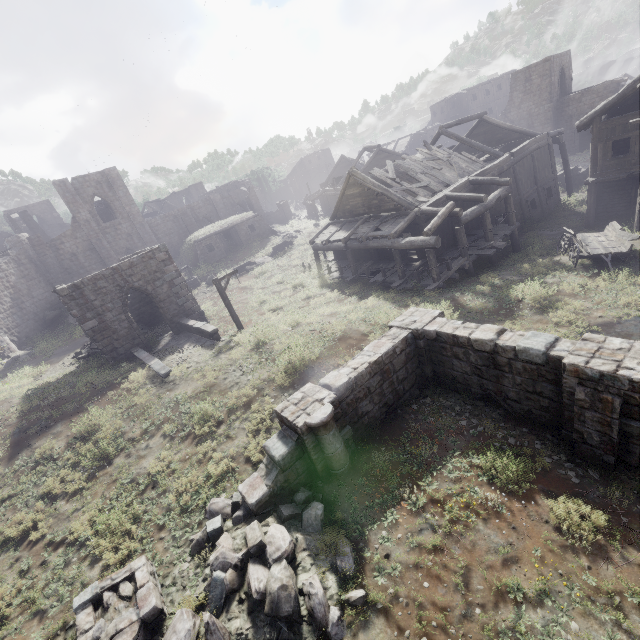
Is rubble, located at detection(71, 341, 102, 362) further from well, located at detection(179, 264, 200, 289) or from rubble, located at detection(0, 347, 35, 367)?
well, located at detection(179, 264, 200, 289)

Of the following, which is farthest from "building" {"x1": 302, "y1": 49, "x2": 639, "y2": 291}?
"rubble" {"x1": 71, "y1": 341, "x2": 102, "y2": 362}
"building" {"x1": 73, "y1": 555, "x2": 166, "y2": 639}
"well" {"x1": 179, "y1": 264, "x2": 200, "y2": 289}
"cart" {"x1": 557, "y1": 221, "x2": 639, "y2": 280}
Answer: "building" {"x1": 73, "y1": 555, "x2": 166, "y2": 639}

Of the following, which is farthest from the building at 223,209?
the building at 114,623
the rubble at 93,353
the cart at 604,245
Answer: the building at 114,623

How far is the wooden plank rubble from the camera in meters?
19.7 m

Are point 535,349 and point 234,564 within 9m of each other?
yes

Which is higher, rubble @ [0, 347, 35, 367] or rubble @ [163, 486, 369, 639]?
rubble @ [0, 347, 35, 367]

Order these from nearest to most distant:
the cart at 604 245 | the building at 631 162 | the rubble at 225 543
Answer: the rubble at 225 543 < the cart at 604 245 < the building at 631 162

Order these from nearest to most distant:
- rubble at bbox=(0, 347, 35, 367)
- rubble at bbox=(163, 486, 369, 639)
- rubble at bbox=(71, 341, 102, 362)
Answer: rubble at bbox=(163, 486, 369, 639), rubble at bbox=(71, 341, 102, 362), rubble at bbox=(0, 347, 35, 367)
